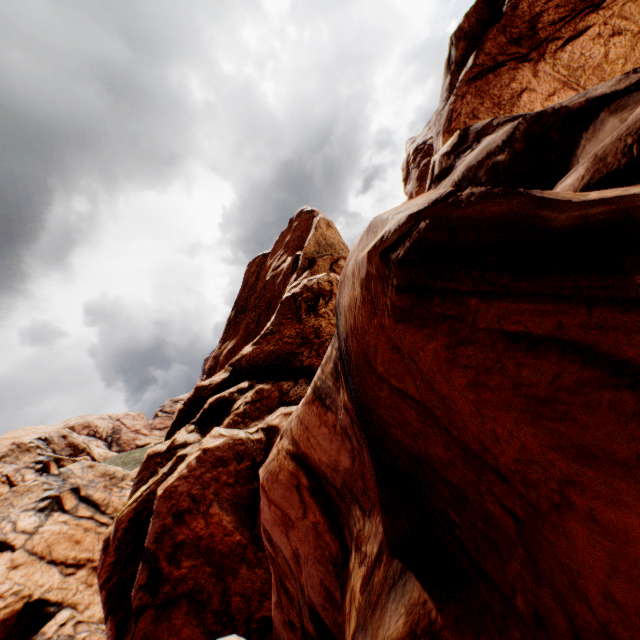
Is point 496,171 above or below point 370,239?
below
